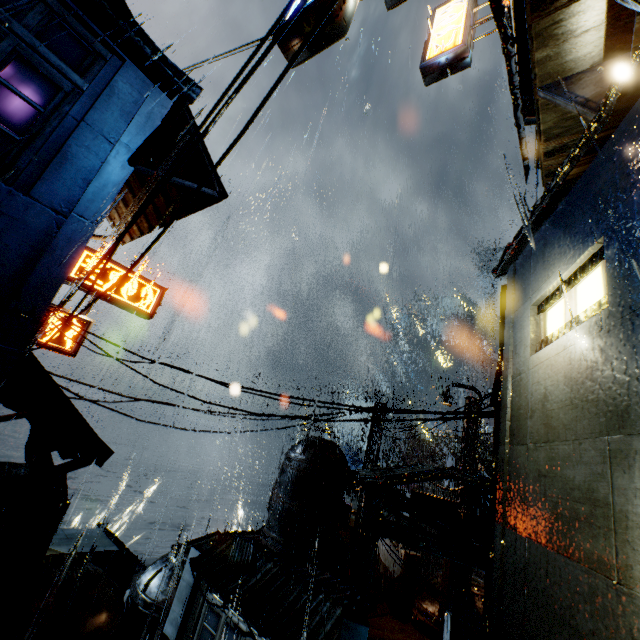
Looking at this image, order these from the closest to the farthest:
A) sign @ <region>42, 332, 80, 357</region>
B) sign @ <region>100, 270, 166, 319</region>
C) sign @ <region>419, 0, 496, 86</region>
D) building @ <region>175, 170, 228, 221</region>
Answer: sign @ <region>419, 0, 496, 86</region> → building @ <region>175, 170, 228, 221</region> → sign @ <region>42, 332, 80, 357</region> → sign @ <region>100, 270, 166, 319</region>

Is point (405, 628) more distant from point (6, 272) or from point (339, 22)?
point (339, 22)

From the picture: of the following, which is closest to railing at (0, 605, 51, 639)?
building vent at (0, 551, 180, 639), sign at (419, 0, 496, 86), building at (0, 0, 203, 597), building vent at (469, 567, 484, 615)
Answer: building at (0, 0, 203, 597)

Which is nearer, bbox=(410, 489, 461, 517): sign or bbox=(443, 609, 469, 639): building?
bbox=(443, 609, 469, 639): building

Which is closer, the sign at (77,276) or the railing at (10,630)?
the railing at (10,630)

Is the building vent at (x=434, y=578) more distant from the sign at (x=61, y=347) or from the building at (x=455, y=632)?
the sign at (x=61, y=347)

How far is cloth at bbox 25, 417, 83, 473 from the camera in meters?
10.1 m

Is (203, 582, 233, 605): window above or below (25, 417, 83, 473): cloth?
below
